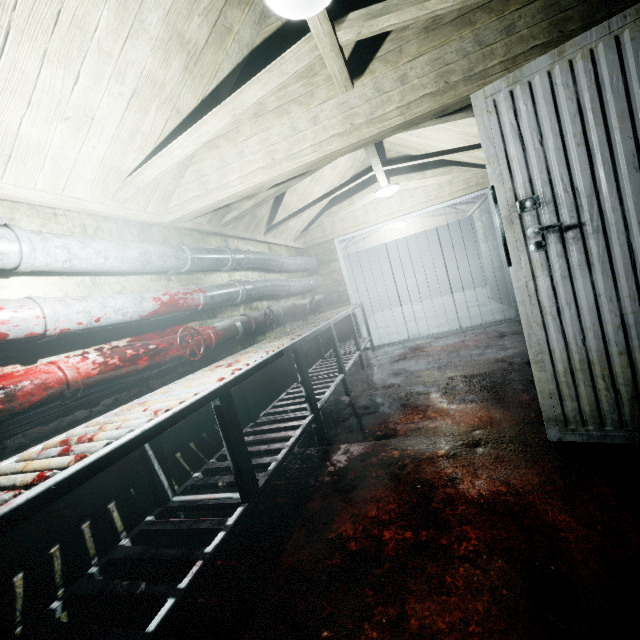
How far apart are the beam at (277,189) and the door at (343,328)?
1.24m

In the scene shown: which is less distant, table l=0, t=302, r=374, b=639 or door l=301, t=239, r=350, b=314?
table l=0, t=302, r=374, b=639

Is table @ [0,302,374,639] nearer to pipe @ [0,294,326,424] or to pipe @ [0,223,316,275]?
pipe @ [0,294,326,424]

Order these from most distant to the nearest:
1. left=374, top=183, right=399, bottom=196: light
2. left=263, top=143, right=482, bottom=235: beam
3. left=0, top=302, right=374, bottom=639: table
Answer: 1. left=374, top=183, right=399, bottom=196: light
2. left=263, top=143, right=482, bottom=235: beam
3. left=0, top=302, right=374, bottom=639: table

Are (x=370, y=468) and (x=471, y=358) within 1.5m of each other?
no

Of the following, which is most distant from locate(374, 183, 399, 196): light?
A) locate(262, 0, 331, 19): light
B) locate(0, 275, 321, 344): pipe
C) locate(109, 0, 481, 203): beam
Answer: locate(262, 0, 331, 19): light

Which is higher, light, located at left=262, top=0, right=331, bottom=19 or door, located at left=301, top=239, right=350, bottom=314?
light, located at left=262, top=0, right=331, bottom=19

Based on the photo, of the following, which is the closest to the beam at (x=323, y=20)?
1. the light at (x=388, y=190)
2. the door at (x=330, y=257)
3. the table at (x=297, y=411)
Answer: the table at (x=297, y=411)
